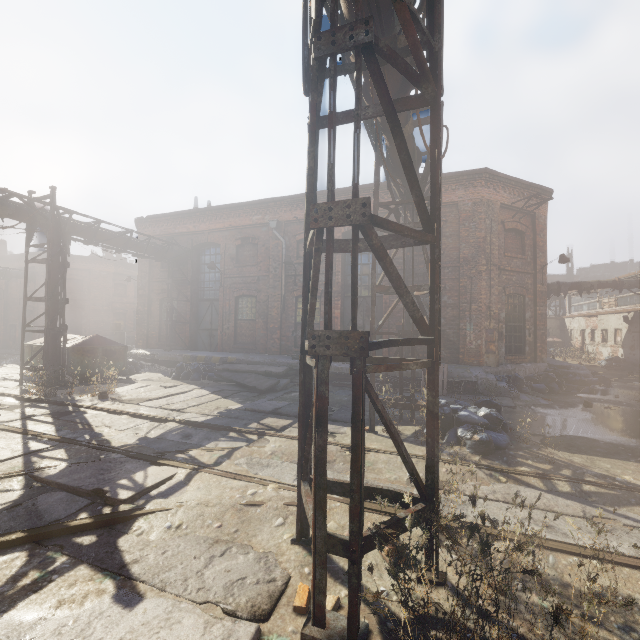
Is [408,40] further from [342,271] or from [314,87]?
[342,271]

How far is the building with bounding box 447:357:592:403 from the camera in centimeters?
1065cm

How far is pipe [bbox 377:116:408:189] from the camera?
5.68m

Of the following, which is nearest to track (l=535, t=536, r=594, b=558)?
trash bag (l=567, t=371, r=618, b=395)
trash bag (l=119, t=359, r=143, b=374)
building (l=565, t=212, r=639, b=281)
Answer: trash bag (l=119, t=359, r=143, b=374)

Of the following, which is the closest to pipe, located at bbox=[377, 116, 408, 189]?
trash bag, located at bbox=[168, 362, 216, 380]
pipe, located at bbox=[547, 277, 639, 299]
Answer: trash bag, located at bbox=[168, 362, 216, 380]

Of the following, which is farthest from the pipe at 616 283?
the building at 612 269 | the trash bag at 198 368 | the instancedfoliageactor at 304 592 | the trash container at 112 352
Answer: the building at 612 269

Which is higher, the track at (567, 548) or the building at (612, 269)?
the building at (612, 269)

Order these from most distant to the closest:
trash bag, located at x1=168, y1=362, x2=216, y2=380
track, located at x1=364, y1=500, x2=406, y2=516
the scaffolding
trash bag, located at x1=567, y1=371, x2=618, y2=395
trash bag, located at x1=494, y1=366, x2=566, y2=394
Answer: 1. trash bag, located at x1=168, y1=362, x2=216, y2=380
2. trash bag, located at x1=567, y1=371, x2=618, y2=395
3. trash bag, located at x1=494, y1=366, x2=566, y2=394
4. track, located at x1=364, y1=500, x2=406, y2=516
5. the scaffolding
